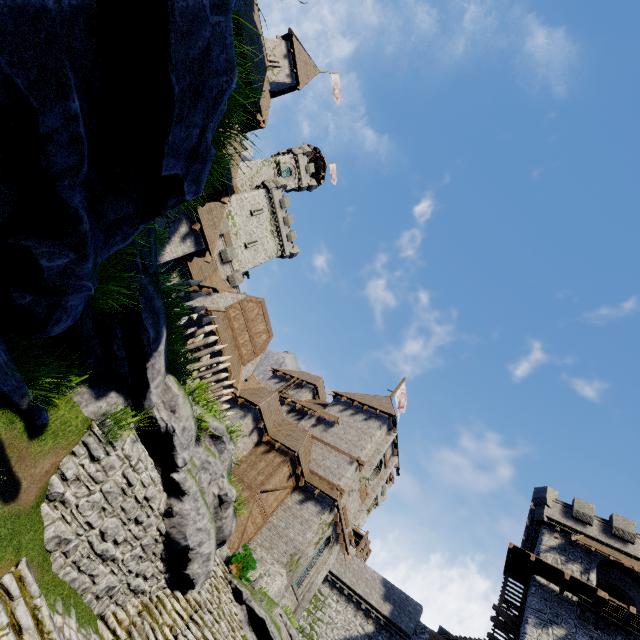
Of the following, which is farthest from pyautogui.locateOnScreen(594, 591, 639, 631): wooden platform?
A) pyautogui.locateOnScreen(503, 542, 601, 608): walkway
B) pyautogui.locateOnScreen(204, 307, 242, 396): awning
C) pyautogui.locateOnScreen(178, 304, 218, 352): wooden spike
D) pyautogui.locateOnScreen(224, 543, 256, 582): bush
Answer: pyautogui.locateOnScreen(178, 304, 218, 352): wooden spike

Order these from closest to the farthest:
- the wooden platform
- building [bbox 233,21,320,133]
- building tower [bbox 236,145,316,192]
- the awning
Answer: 1. building [bbox 233,21,320,133]
2. the awning
3. the wooden platform
4. building tower [bbox 236,145,316,192]

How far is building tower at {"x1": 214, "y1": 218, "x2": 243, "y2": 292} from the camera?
34.94m

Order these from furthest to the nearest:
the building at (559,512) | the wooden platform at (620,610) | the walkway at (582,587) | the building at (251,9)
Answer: the building at (559,512) < the walkway at (582,587) < the wooden platform at (620,610) < the building at (251,9)

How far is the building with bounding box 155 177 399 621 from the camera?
18.8m

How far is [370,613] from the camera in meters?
29.8 m

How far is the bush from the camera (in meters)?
17.38

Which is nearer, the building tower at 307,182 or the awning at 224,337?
the awning at 224,337
